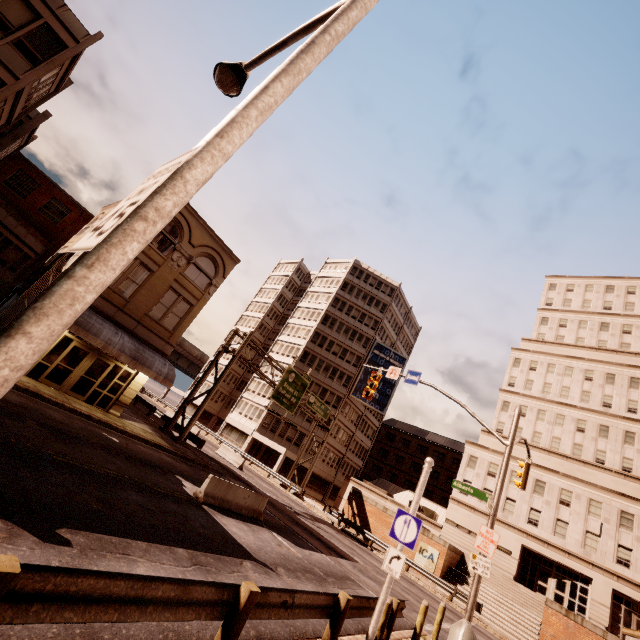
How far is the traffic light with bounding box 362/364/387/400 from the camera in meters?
17.8

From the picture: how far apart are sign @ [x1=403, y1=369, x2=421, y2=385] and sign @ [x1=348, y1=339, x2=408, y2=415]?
34.2 meters

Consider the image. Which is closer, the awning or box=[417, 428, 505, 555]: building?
the awning

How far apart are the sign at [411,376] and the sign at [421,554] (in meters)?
20.58

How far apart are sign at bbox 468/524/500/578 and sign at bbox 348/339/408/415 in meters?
38.8

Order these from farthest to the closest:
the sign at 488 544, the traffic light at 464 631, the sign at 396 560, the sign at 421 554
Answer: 1. the sign at 421 554
2. the sign at 488 544
3. the traffic light at 464 631
4. the sign at 396 560

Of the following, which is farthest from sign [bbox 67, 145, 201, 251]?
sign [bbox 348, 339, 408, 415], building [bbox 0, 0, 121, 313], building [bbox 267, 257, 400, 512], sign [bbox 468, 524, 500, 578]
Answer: sign [bbox 348, 339, 408, 415]

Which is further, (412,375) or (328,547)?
(328,547)
